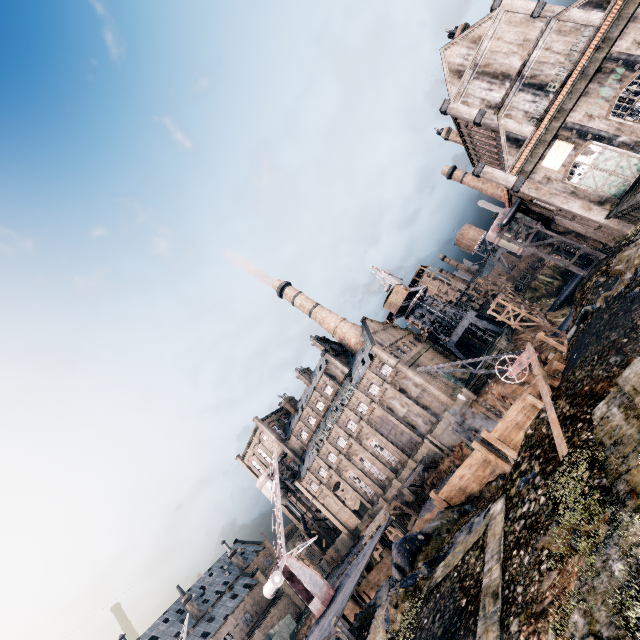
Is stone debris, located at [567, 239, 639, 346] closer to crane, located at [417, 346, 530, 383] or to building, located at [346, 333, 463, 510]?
crane, located at [417, 346, 530, 383]

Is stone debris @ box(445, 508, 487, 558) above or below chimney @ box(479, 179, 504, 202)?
below

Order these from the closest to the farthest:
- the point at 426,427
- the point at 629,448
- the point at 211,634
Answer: the point at 629,448, the point at 426,427, the point at 211,634

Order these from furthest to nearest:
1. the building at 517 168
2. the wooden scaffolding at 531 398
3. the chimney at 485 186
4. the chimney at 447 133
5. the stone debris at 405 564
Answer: the chimney at 485 186 < the chimney at 447 133 < the building at 517 168 < the stone debris at 405 564 < the wooden scaffolding at 531 398

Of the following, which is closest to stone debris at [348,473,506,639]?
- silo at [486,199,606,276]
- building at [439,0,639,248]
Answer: building at [439,0,639,248]

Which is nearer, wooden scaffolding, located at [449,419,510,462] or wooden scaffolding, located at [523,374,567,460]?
wooden scaffolding, located at [523,374,567,460]

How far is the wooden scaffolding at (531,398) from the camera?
9.7 meters

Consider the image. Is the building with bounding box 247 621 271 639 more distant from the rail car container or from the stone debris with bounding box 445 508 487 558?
the stone debris with bounding box 445 508 487 558
